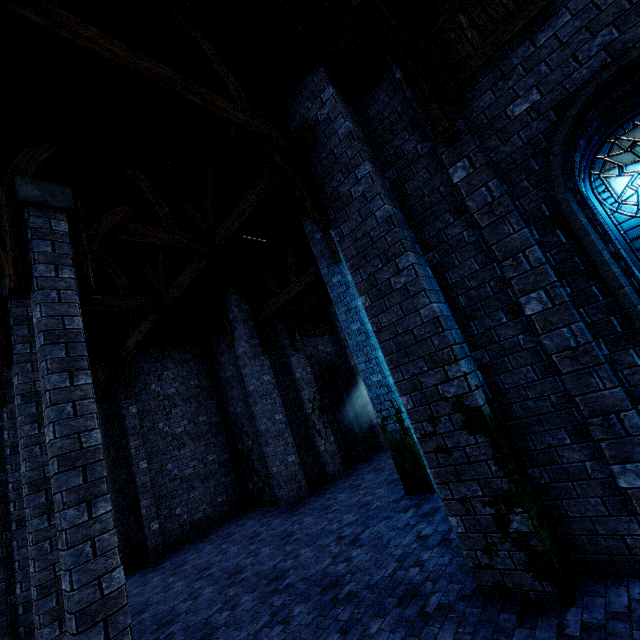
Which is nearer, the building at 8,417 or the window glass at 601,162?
the window glass at 601,162

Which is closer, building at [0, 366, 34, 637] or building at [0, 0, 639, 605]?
building at [0, 0, 639, 605]

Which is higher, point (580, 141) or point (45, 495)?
point (580, 141)

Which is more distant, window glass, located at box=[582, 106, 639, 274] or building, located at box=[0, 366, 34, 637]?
building, located at box=[0, 366, 34, 637]

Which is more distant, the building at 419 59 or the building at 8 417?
the building at 8 417
